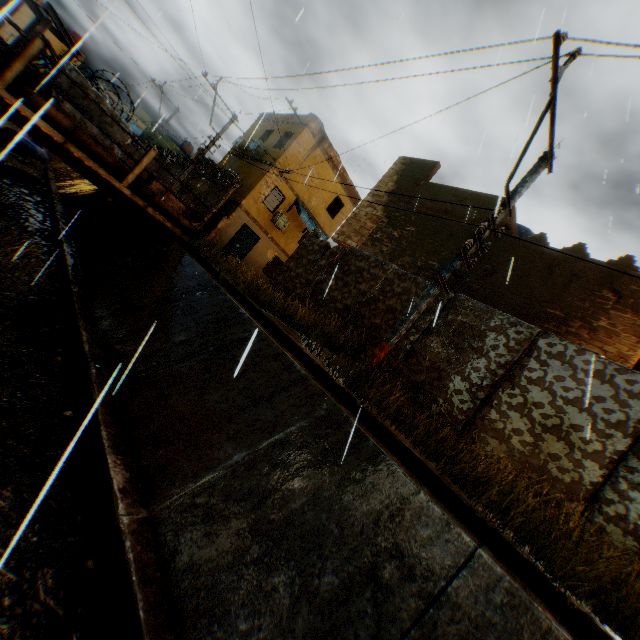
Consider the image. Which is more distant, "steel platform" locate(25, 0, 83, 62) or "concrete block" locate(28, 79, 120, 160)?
"concrete block" locate(28, 79, 120, 160)

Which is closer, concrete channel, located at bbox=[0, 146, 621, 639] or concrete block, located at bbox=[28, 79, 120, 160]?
concrete channel, located at bbox=[0, 146, 621, 639]

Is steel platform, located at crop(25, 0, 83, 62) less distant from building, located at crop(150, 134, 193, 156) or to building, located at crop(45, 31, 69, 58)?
building, located at crop(45, 31, 69, 58)

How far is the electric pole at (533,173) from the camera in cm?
521

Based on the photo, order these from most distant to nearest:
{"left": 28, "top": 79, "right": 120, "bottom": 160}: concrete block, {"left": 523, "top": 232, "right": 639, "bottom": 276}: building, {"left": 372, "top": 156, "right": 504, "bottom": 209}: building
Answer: {"left": 372, "top": 156, "right": 504, "bottom": 209}: building → {"left": 523, "top": 232, "right": 639, "bottom": 276}: building → {"left": 28, "top": 79, "right": 120, "bottom": 160}: concrete block

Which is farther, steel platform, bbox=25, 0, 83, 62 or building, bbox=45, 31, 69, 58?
building, bbox=45, 31, 69, 58

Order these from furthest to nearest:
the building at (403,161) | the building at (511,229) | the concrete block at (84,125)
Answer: the building at (403,161) → the building at (511,229) → the concrete block at (84,125)

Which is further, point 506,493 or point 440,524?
point 506,493
